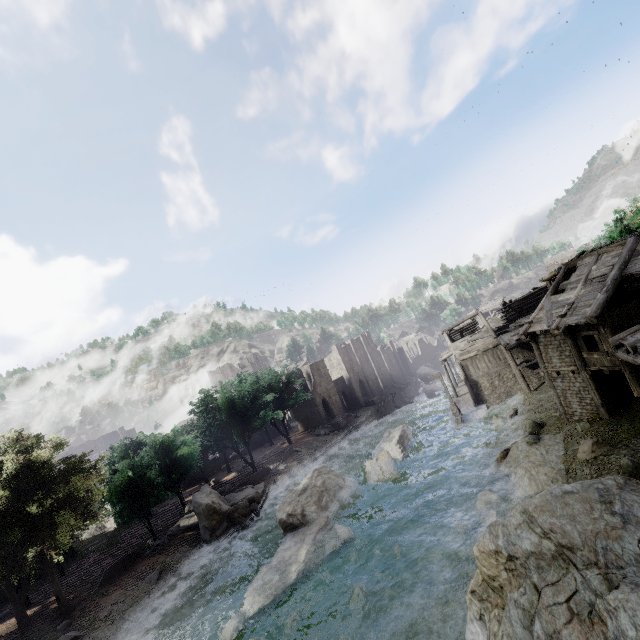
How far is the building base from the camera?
33.9 meters

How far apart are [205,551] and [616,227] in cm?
4722

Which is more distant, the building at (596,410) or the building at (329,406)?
the building at (329,406)

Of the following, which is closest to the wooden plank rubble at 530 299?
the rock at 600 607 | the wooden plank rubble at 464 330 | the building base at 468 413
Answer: the wooden plank rubble at 464 330

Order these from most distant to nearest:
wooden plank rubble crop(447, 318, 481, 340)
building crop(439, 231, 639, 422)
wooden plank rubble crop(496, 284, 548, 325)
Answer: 1. wooden plank rubble crop(447, 318, 481, 340)
2. wooden plank rubble crop(496, 284, 548, 325)
3. building crop(439, 231, 639, 422)

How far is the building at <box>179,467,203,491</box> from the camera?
45.27m

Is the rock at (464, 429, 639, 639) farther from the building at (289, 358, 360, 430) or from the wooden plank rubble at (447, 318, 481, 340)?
the wooden plank rubble at (447, 318, 481, 340)
